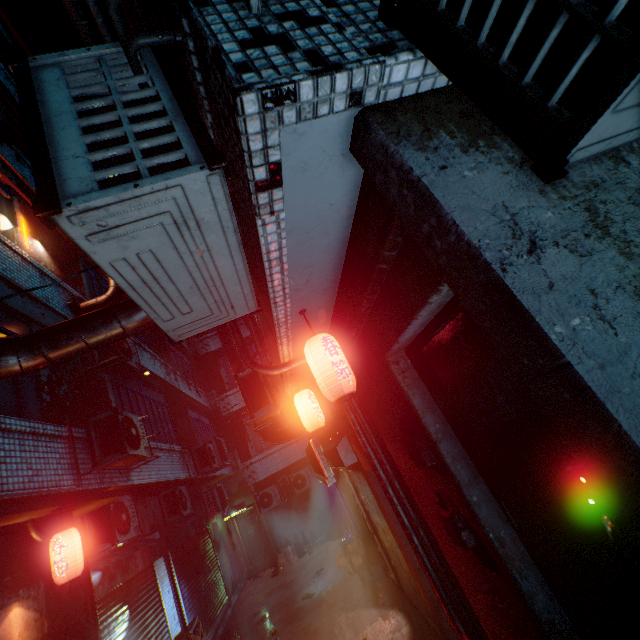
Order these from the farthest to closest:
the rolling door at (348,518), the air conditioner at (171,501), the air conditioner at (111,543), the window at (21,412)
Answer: the rolling door at (348,518) → the air conditioner at (171,501) → the air conditioner at (111,543) → the window at (21,412)

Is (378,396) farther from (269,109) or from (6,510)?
(6,510)

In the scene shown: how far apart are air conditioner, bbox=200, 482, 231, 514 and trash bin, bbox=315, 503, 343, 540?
3.2 meters

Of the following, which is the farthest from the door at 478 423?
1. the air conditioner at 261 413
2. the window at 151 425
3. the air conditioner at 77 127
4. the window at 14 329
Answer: the window at 151 425

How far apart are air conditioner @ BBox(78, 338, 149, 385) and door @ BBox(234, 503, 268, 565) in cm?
1031

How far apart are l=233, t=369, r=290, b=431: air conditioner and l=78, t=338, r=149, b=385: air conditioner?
2.0m

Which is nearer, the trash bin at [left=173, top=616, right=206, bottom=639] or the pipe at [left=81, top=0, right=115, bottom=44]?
the pipe at [left=81, top=0, right=115, bottom=44]

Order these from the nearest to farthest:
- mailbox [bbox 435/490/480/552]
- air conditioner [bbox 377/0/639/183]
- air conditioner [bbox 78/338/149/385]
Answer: air conditioner [bbox 377/0/639/183]
mailbox [bbox 435/490/480/552]
air conditioner [bbox 78/338/149/385]
